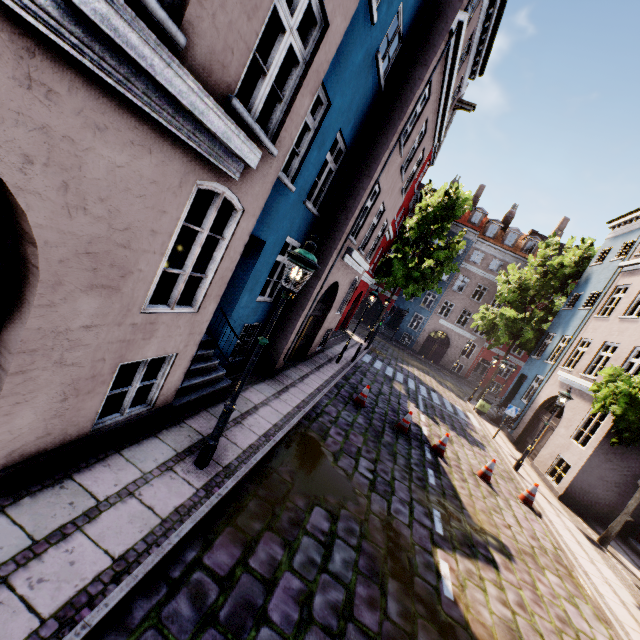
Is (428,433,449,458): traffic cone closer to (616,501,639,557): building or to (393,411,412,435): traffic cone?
(393,411,412,435): traffic cone

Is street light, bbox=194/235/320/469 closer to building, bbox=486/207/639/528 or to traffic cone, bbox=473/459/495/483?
building, bbox=486/207/639/528

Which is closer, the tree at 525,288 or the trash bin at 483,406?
the trash bin at 483,406

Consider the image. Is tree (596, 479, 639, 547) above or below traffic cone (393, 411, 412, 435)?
above

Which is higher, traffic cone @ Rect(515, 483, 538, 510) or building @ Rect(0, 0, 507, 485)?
building @ Rect(0, 0, 507, 485)

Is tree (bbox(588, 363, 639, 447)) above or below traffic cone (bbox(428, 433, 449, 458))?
above

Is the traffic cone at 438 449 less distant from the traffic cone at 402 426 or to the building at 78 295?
the traffic cone at 402 426

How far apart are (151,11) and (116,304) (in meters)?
2.63
